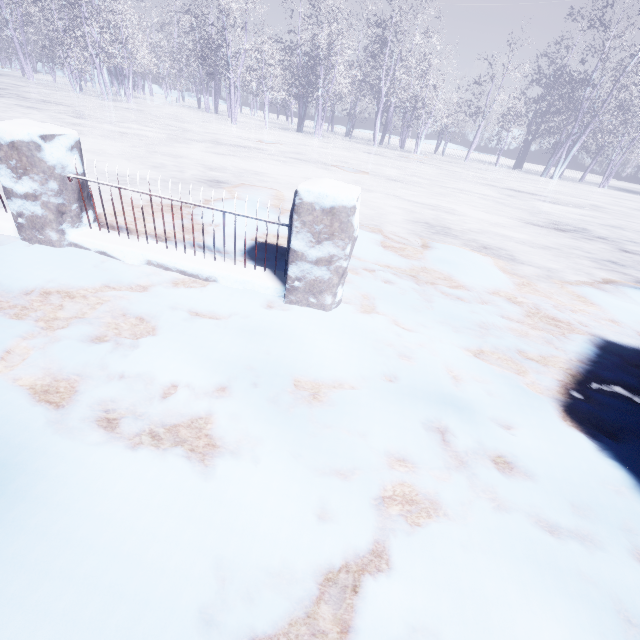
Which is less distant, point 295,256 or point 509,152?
point 295,256
